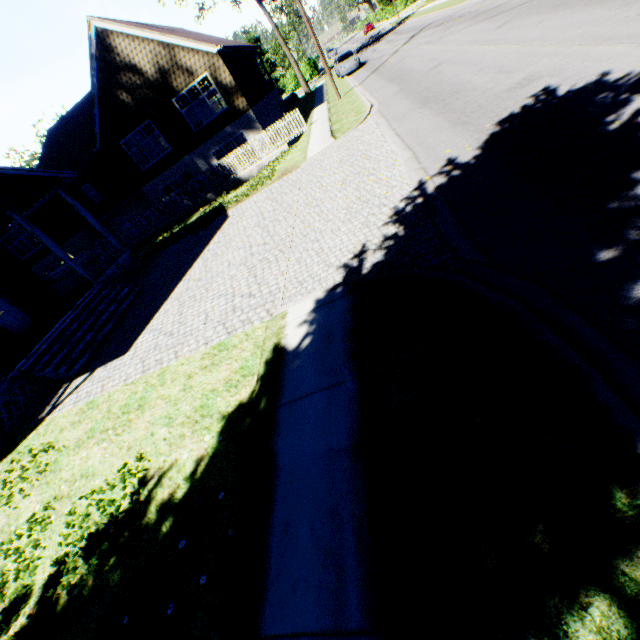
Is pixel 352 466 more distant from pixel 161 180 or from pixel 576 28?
pixel 161 180

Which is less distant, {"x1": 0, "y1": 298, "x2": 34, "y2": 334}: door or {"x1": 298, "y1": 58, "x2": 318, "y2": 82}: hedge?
{"x1": 0, "y1": 298, "x2": 34, "y2": 334}: door

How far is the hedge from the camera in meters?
51.5 m

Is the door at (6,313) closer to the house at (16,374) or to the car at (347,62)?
the house at (16,374)

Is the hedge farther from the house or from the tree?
the house

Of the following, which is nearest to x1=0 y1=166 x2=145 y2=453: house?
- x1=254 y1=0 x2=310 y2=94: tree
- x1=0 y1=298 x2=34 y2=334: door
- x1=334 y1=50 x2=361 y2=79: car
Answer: x1=0 y1=298 x2=34 y2=334: door

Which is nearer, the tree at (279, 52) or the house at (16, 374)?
the house at (16, 374)

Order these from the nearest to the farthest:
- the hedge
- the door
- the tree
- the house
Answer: the house → the door → the tree → the hedge
